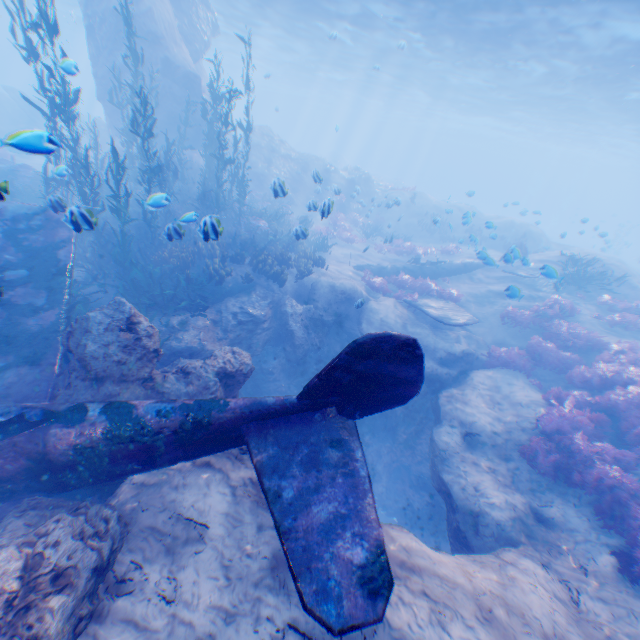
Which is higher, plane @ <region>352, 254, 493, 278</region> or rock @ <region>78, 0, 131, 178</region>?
rock @ <region>78, 0, 131, 178</region>

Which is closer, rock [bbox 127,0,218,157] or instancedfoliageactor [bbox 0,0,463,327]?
instancedfoliageactor [bbox 0,0,463,327]

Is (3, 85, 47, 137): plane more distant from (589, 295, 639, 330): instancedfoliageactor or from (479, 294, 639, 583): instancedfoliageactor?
(589, 295, 639, 330): instancedfoliageactor

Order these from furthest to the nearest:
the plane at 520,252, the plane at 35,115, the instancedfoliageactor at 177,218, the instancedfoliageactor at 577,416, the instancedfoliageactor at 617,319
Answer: the plane at 35,115
the instancedfoliageactor at 617,319
the plane at 520,252
the instancedfoliageactor at 177,218
the instancedfoliageactor at 577,416

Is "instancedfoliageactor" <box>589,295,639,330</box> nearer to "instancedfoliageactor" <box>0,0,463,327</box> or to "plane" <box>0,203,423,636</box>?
"instancedfoliageactor" <box>0,0,463,327</box>

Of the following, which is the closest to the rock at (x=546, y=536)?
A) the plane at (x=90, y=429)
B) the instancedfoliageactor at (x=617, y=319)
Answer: the plane at (x=90, y=429)

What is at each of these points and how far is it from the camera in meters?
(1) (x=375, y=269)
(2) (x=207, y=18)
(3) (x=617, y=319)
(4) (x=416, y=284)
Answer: (1) plane, 17.2 m
(2) rock, 21.1 m
(3) instancedfoliageactor, 13.6 m
(4) instancedfoliageactor, 16.3 m
